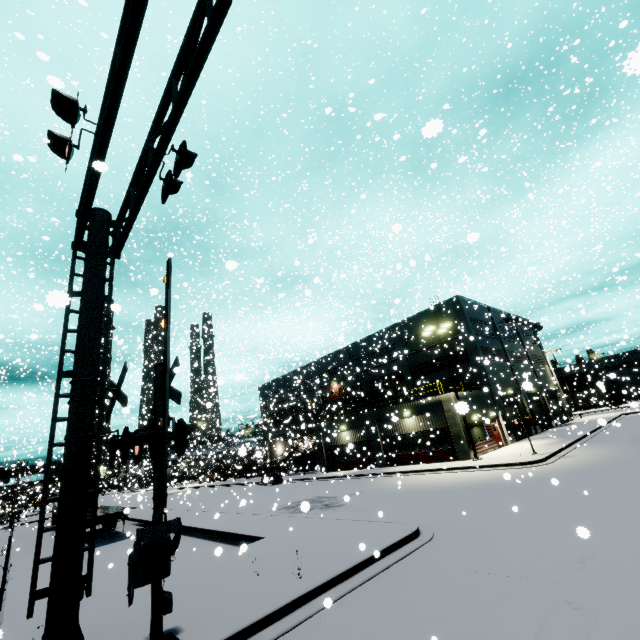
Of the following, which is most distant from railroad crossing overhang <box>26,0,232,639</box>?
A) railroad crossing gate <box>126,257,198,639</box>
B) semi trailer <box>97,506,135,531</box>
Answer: semi trailer <box>97,506,135,531</box>

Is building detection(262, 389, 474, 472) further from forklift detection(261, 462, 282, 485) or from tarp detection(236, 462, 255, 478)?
forklift detection(261, 462, 282, 485)

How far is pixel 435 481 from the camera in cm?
1869

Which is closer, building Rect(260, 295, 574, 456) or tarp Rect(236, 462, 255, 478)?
building Rect(260, 295, 574, 456)

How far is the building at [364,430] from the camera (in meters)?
24.38

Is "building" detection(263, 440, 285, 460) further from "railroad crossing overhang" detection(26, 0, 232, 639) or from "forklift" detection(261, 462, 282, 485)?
"forklift" detection(261, 462, 282, 485)

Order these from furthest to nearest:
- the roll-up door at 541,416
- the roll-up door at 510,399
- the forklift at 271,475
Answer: the roll-up door at 541,416, the roll-up door at 510,399, the forklift at 271,475

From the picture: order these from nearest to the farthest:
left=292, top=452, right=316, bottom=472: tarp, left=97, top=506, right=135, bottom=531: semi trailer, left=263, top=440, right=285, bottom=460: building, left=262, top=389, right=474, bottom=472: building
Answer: left=97, top=506, right=135, bottom=531: semi trailer
left=262, top=389, right=474, bottom=472: building
left=292, top=452, right=316, bottom=472: tarp
left=263, top=440, right=285, bottom=460: building
